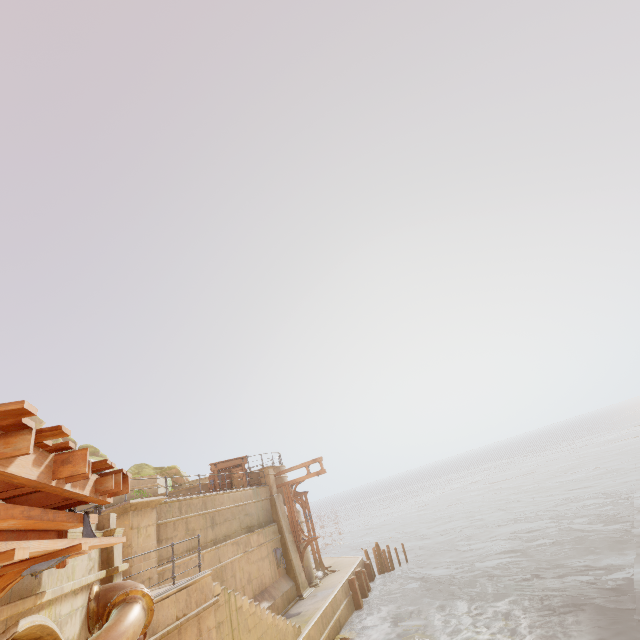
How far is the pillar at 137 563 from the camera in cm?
968

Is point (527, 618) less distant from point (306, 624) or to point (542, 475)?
point (306, 624)

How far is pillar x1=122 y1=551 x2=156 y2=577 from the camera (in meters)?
9.68

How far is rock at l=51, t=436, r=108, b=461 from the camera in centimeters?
2750cm

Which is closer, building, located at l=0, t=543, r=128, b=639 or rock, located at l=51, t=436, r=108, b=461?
building, located at l=0, t=543, r=128, b=639

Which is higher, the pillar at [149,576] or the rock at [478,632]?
the pillar at [149,576]

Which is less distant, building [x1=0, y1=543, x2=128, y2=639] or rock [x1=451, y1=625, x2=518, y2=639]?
building [x1=0, y1=543, x2=128, y2=639]

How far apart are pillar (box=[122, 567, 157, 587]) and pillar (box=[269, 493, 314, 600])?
9.6m
